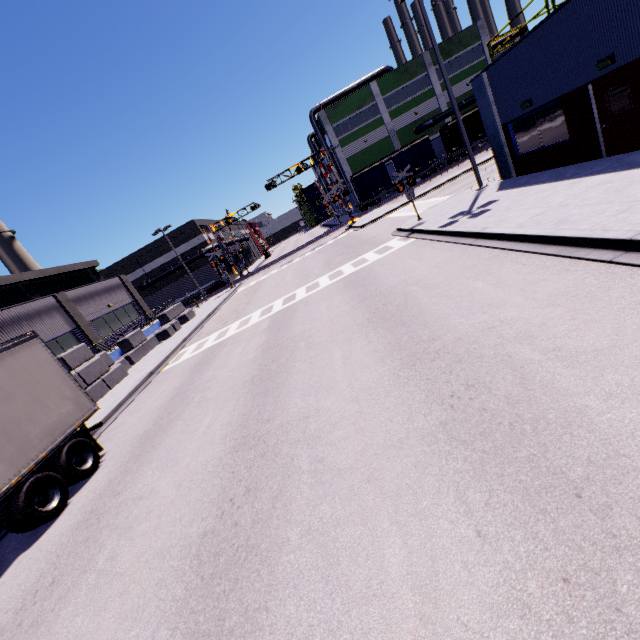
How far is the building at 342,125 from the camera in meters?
44.6 m

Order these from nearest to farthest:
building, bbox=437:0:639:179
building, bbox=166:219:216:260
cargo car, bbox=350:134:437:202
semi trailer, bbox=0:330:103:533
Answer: semi trailer, bbox=0:330:103:533, building, bbox=437:0:639:179, cargo car, bbox=350:134:437:202, building, bbox=166:219:216:260

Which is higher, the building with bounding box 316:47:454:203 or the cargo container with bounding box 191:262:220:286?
the building with bounding box 316:47:454:203

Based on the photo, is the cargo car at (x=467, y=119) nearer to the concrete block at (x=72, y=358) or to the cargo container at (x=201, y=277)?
the concrete block at (x=72, y=358)

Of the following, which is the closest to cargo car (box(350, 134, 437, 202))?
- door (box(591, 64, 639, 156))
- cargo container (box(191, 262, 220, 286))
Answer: cargo container (box(191, 262, 220, 286))

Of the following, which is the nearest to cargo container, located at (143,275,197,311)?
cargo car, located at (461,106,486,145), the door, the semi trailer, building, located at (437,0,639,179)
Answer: building, located at (437,0,639,179)

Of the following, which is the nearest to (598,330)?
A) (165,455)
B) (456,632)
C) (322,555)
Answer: (456,632)
